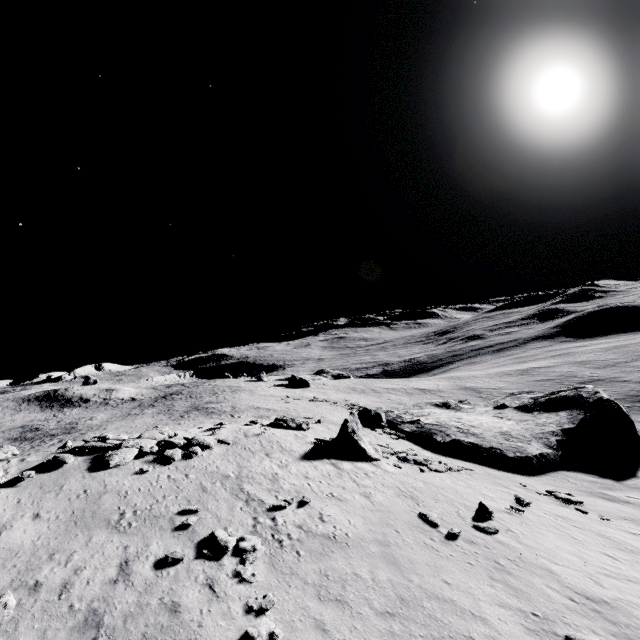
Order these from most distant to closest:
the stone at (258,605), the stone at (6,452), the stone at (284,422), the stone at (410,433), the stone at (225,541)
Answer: the stone at (284,422) < the stone at (410,433) < the stone at (6,452) < the stone at (225,541) < the stone at (258,605)

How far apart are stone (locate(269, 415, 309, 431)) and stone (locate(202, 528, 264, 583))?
14.35m

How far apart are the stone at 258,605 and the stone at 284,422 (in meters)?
17.12

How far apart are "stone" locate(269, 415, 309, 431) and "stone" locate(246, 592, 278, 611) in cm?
1712

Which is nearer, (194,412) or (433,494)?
(433,494)

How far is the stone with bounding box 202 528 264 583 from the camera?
10.7m

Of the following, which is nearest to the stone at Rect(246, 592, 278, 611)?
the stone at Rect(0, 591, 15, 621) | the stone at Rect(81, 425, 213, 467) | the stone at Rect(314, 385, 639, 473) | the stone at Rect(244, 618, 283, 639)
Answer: the stone at Rect(244, 618, 283, 639)

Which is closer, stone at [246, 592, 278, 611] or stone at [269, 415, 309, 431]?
stone at [246, 592, 278, 611]
